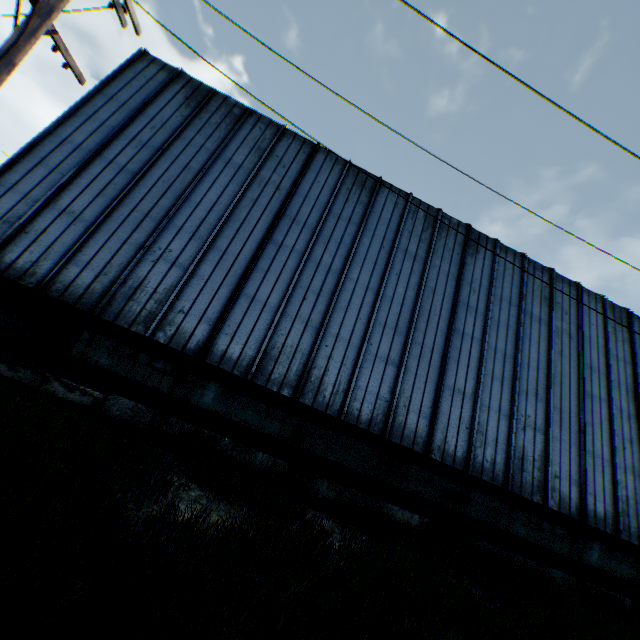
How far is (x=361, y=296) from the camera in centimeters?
1092cm

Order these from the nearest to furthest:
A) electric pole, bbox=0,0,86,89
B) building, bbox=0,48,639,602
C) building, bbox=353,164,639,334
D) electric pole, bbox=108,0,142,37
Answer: electric pole, bbox=0,0,86,89, electric pole, bbox=108,0,142,37, building, bbox=0,48,639,602, building, bbox=353,164,639,334

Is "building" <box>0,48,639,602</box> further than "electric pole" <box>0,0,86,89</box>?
Yes

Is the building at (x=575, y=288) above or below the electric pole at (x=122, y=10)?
above

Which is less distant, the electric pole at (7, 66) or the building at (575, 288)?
the electric pole at (7, 66)

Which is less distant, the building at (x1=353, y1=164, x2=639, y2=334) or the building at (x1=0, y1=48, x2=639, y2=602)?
the building at (x1=0, y1=48, x2=639, y2=602)
